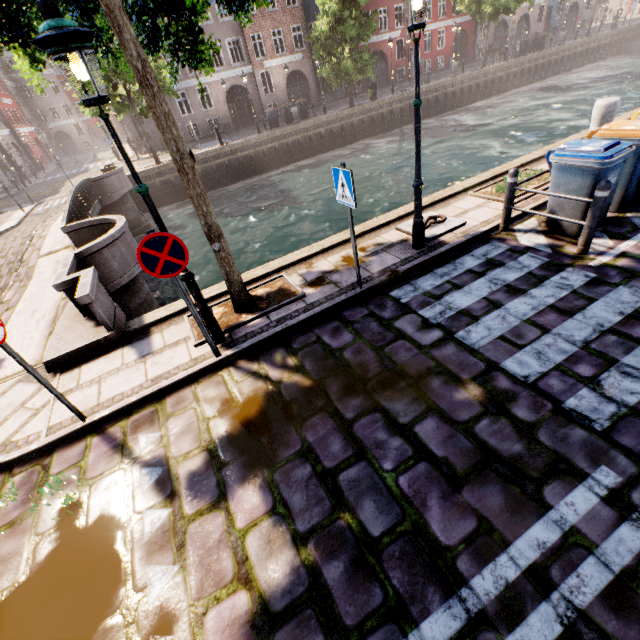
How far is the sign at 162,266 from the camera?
3.56m

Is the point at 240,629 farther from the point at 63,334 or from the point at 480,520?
the point at 63,334

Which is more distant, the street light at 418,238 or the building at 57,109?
the building at 57,109

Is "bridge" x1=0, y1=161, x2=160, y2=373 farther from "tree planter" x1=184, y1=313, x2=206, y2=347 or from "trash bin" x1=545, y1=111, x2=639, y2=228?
Result: "trash bin" x1=545, y1=111, x2=639, y2=228

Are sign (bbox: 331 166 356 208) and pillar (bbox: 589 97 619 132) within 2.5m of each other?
no

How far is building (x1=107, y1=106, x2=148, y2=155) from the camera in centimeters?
2845cm

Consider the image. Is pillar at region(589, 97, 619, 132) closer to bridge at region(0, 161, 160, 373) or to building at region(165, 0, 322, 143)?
bridge at region(0, 161, 160, 373)
